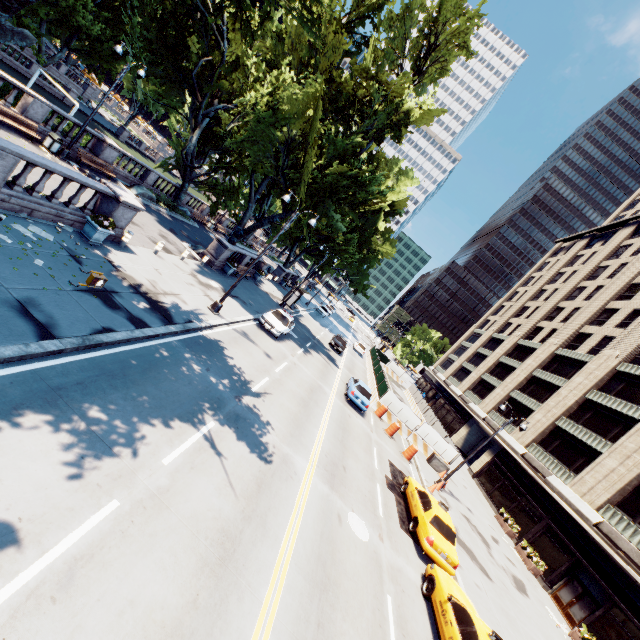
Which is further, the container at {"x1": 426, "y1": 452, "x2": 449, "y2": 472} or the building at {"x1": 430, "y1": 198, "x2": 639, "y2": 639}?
the container at {"x1": 426, "y1": 452, "x2": 449, "y2": 472}

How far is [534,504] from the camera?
26.52m

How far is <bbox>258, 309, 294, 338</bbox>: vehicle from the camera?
21.8 meters

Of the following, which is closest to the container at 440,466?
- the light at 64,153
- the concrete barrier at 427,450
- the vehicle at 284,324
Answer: the concrete barrier at 427,450

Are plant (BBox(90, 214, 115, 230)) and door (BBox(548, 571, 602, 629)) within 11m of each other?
no

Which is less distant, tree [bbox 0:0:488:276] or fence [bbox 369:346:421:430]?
tree [bbox 0:0:488:276]

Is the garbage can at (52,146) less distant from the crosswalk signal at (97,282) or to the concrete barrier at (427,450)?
the crosswalk signal at (97,282)

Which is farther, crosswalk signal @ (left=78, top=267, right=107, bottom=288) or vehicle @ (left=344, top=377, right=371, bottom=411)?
vehicle @ (left=344, top=377, right=371, bottom=411)
